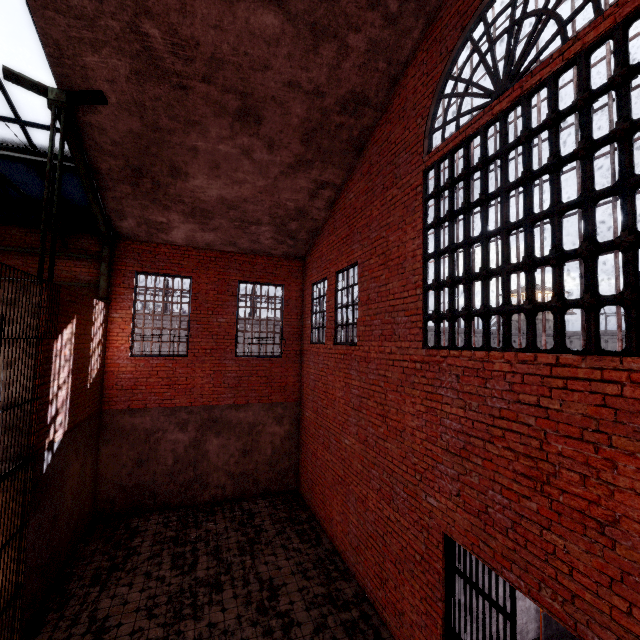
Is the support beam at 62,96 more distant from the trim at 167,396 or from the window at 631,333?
the window at 631,333

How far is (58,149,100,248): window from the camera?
7.6 meters

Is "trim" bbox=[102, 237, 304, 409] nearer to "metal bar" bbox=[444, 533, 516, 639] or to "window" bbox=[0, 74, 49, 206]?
"window" bbox=[0, 74, 49, 206]

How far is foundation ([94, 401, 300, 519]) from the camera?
9.14m

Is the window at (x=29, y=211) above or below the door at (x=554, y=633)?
above

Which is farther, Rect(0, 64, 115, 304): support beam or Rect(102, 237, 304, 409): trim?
Rect(102, 237, 304, 409): trim

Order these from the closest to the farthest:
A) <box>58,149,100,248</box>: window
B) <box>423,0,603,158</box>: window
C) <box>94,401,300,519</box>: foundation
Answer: <box>423,0,603,158</box>: window < <box>58,149,100,248</box>: window < <box>94,401,300,519</box>: foundation

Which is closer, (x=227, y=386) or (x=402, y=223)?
(x=402, y=223)
